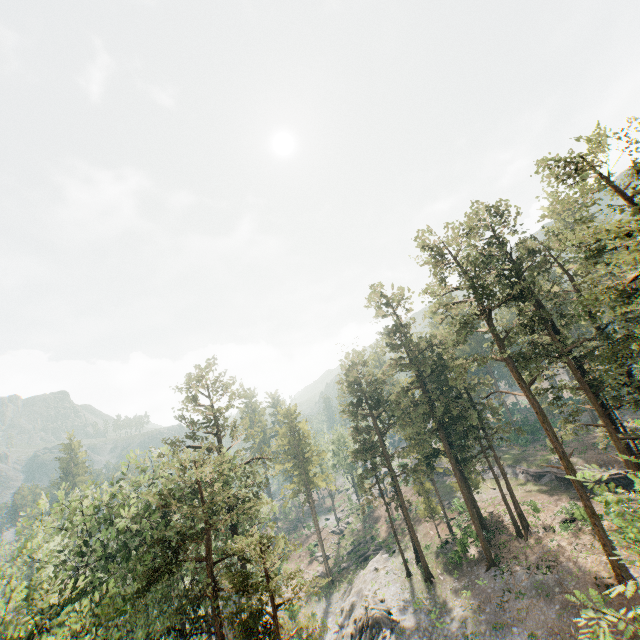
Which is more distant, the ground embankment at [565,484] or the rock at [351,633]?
the ground embankment at [565,484]

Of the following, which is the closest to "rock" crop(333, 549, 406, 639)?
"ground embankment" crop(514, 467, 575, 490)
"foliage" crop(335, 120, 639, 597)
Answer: "foliage" crop(335, 120, 639, 597)

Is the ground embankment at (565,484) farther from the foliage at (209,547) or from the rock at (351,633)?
the rock at (351,633)

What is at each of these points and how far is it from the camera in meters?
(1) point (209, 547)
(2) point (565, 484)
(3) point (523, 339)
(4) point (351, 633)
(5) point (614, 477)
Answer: (1) foliage, 21.3
(2) ground embankment, 41.2
(3) foliage, 29.8
(4) rock, 34.0
(5) ground embankment, 36.7

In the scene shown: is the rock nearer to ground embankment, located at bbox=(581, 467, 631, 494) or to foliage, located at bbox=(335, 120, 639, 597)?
foliage, located at bbox=(335, 120, 639, 597)

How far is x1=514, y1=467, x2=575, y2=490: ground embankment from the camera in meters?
40.8 m
